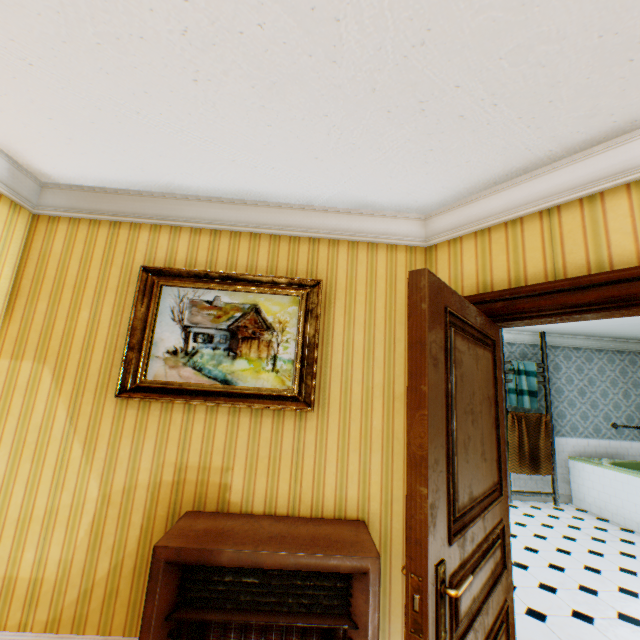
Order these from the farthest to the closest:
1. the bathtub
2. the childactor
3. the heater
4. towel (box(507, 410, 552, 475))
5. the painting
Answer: towel (box(507, 410, 552, 475)), the bathtub, the painting, the heater, the childactor

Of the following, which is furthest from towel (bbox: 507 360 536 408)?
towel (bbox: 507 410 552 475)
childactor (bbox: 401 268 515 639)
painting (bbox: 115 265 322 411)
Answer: painting (bbox: 115 265 322 411)

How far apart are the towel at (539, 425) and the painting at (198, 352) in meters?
5.3 m

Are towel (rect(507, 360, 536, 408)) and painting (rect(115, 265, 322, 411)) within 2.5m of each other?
no

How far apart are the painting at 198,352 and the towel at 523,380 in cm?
538

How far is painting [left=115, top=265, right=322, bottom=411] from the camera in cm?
230

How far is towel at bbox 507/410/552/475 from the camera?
5.9 meters

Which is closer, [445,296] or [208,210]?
[445,296]
